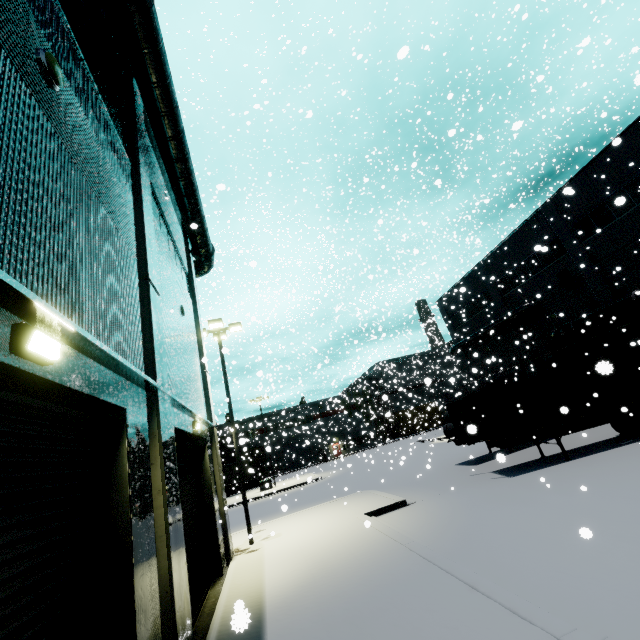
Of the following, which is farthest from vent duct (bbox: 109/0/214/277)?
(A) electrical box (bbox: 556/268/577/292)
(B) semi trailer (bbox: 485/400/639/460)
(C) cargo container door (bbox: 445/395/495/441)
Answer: (A) electrical box (bbox: 556/268/577/292)

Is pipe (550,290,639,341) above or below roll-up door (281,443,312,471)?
above

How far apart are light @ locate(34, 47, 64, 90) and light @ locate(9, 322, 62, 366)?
3.7m

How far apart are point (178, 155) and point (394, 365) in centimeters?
3458cm

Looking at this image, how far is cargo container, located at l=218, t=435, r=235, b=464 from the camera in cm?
3194

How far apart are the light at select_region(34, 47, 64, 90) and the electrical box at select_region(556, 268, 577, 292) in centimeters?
2814cm

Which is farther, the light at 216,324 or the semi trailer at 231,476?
the semi trailer at 231,476

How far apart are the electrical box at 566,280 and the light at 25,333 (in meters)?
28.37
